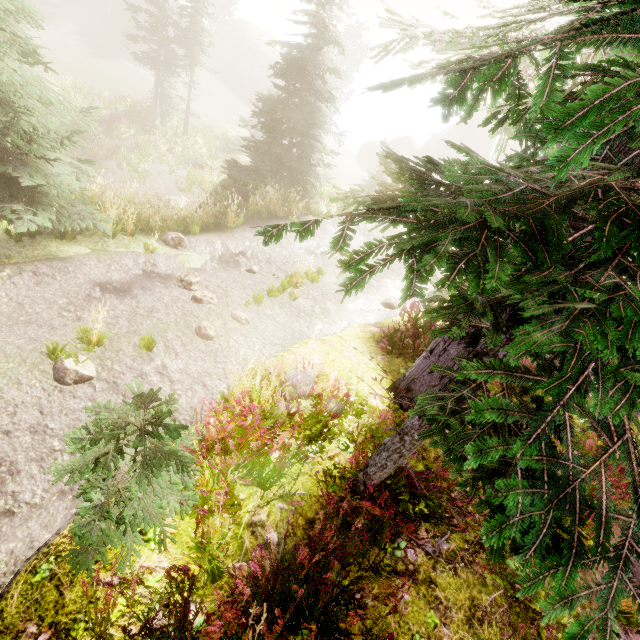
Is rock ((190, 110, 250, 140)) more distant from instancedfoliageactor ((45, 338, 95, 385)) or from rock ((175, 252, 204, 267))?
rock ((175, 252, 204, 267))

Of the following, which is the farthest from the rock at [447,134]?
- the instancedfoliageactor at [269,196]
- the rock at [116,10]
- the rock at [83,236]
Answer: the rock at [83,236]

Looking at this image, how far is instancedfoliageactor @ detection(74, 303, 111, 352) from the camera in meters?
5.1

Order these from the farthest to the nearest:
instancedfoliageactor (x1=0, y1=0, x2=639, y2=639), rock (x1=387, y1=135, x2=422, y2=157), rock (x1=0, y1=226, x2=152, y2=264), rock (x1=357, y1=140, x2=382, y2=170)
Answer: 1. rock (x1=357, y1=140, x2=382, y2=170)
2. rock (x1=387, y1=135, x2=422, y2=157)
3. rock (x1=0, y1=226, x2=152, y2=264)
4. instancedfoliageactor (x1=0, y1=0, x2=639, y2=639)

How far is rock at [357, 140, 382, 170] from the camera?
52.25m

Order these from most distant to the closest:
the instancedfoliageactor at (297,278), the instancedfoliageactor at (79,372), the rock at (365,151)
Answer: the rock at (365,151), the instancedfoliageactor at (297,278), the instancedfoliageactor at (79,372)

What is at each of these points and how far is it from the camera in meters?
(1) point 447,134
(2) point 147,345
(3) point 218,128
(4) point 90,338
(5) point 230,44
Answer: (1) rock, 49.4 m
(2) instancedfoliageactor, 5.8 m
(3) rock, 29.8 m
(4) instancedfoliageactor, 5.3 m
(5) rock, 44.3 m

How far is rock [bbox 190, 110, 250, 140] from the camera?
29.30m
